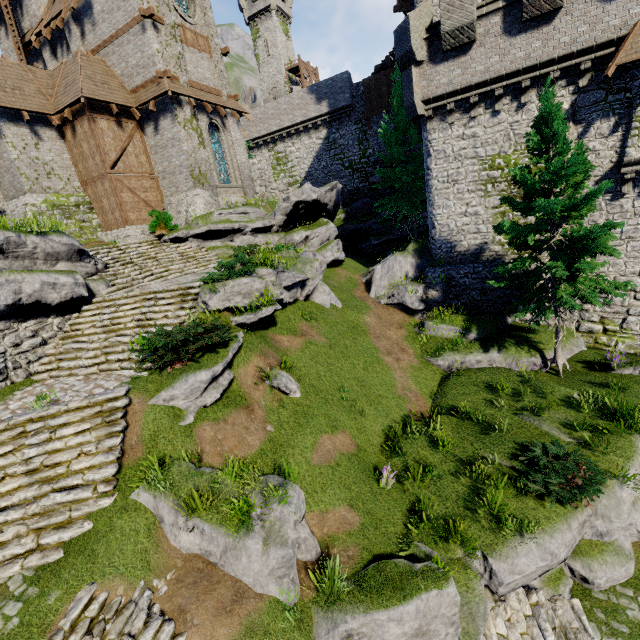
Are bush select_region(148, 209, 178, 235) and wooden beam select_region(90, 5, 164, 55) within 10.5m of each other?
yes

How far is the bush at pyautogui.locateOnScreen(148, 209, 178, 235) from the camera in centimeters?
1830cm

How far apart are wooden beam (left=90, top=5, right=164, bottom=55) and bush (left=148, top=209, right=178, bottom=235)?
9.74m

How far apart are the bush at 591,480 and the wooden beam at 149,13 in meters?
26.1 m

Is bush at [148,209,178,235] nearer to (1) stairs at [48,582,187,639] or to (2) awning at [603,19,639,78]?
(1) stairs at [48,582,187,639]

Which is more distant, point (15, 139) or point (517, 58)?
point (15, 139)

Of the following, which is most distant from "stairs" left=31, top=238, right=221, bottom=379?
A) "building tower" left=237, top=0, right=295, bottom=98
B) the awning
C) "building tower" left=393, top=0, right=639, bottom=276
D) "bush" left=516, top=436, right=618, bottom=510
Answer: "building tower" left=237, top=0, right=295, bottom=98

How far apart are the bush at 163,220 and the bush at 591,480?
19.31m
